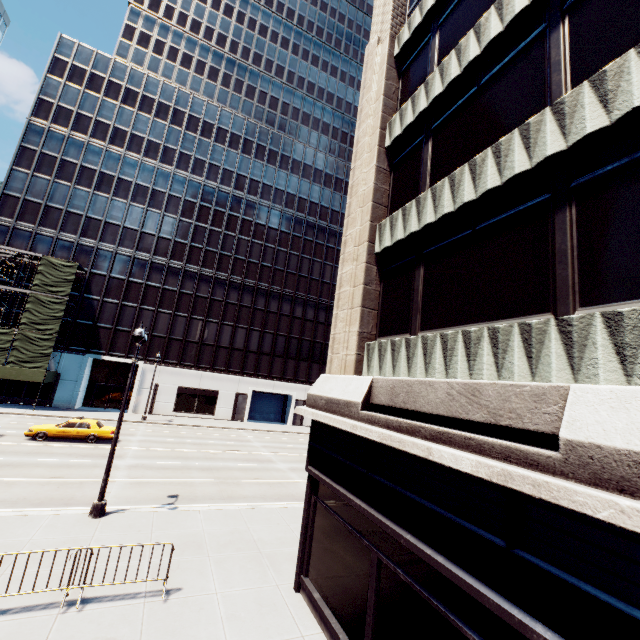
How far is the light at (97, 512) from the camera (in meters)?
12.00

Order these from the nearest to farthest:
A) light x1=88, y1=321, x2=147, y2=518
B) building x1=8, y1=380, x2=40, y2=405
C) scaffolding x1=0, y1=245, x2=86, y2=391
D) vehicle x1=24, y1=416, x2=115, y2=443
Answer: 1. light x1=88, y1=321, x2=147, y2=518
2. vehicle x1=24, y1=416, x2=115, y2=443
3. scaffolding x1=0, y1=245, x2=86, y2=391
4. building x1=8, y1=380, x2=40, y2=405

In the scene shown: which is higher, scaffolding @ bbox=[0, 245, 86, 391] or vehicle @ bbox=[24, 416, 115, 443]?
scaffolding @ bbox=[0, 245, 86, 391]

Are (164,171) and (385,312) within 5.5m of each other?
no

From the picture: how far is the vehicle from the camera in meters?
21.7

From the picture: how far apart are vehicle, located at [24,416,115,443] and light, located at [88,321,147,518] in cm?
1289

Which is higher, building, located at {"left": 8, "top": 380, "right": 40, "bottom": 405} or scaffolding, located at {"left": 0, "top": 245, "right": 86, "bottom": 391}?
scaffolding, located at {"left": 0, "top": 245, "right": 86, "bottom": 391}

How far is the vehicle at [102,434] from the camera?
21.7 meters
